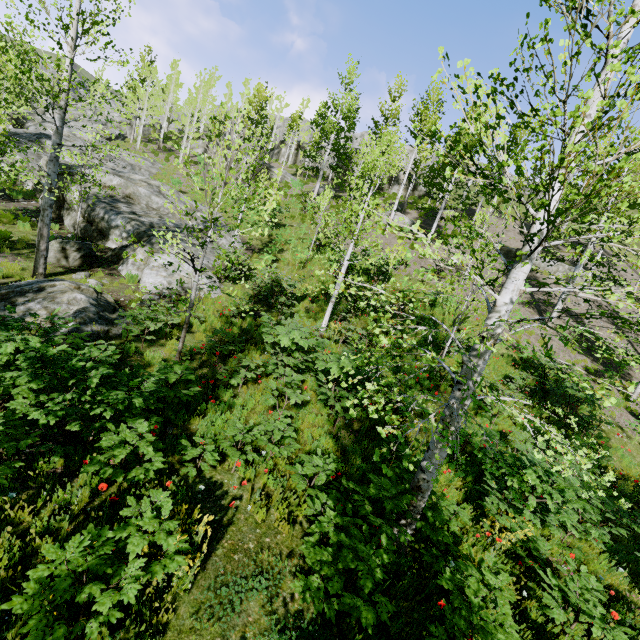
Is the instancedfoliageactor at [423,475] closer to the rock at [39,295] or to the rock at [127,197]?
the rock at [127,197]

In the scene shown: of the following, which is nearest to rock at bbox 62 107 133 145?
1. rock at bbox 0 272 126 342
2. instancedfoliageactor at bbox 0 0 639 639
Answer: instancedfoliageactor at bbox 0 0 639 639

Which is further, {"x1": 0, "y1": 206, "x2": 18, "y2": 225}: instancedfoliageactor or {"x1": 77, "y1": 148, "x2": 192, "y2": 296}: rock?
{"x1": 0, "y1": 206, "x2": 18, "y2": 225}: instancedfoliageactor

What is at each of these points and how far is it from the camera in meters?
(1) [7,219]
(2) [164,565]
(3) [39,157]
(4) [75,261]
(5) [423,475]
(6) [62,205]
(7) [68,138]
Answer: (1) instancedfoliageactor, 14.2 m
(2) instancedfoliageactor, 3.3 m
(3) rock, 21.0 m
(4) rock, 11.9 m
(5) instancedfoliageactor, 4.9 m
(6) rock, 16.6 m
(7) rock, 25.5 m

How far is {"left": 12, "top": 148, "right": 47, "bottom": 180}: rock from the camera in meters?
17.2

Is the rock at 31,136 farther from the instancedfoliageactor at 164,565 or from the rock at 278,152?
the rock at 278,152

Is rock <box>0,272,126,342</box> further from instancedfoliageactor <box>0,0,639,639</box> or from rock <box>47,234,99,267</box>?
instancedfoliageactor <box>0,0,639,639</box>
